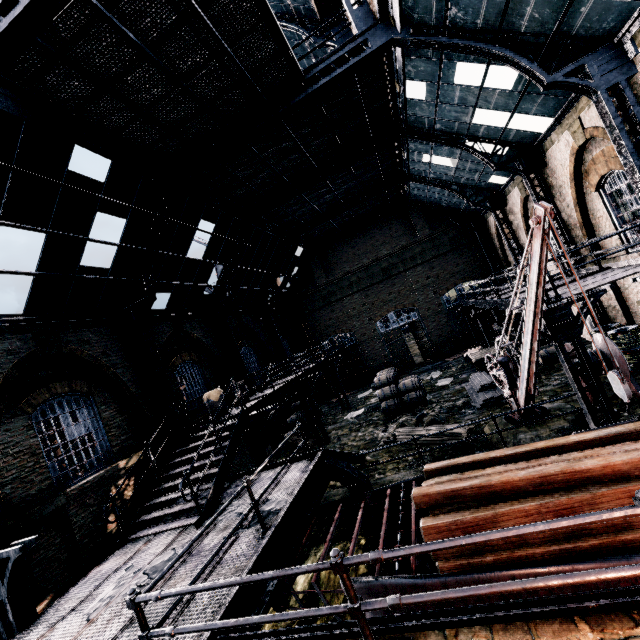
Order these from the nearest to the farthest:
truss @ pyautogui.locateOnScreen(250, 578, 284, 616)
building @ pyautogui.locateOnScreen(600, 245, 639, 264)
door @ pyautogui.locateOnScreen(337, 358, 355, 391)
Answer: truss @ pyautogui.locateOnScreen(250, 578, 284, 616) → building @ pyautogui.locateOnScreen(600, 245, 639, 264) → door @ pyautogui.locateOnScreen(337, 358, 355, 391)

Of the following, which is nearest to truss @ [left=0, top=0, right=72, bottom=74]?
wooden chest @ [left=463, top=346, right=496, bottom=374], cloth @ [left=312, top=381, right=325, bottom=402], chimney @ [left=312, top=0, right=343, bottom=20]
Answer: chimney @ [left=312, top=0, right=343, bottom=20]

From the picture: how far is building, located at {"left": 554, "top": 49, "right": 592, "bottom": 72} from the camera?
8.86m

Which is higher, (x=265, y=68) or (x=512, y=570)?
(x=265, y=68)

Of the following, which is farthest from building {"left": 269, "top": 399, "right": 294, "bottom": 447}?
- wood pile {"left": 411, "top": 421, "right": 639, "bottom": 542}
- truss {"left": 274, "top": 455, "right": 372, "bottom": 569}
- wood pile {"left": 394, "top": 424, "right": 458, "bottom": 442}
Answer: wood pile {"left": 394, "top": 424, "right": 458, "bottom": 442}

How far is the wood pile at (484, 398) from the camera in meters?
13.7

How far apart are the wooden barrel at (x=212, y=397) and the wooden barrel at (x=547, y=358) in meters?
15.1
